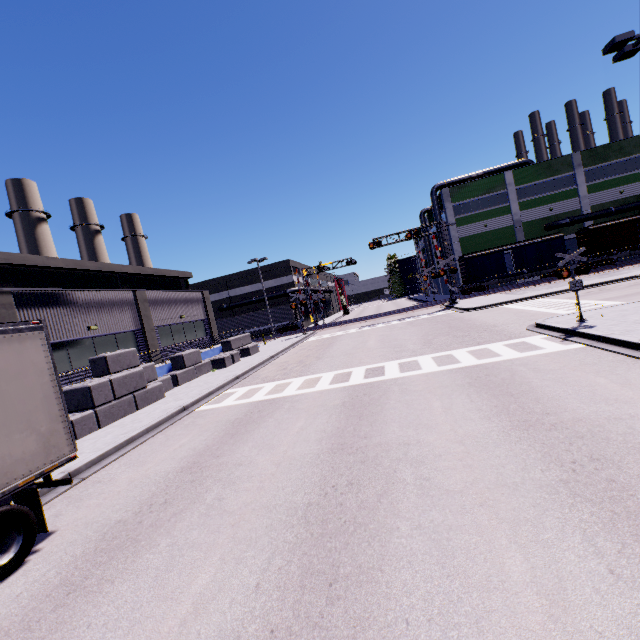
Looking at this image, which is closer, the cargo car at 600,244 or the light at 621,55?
the light at 621,55

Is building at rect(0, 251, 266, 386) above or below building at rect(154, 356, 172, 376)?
above

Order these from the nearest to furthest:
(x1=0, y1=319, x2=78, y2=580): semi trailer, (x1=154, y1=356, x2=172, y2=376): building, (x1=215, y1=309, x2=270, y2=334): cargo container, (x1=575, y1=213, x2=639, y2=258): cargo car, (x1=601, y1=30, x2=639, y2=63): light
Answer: (x1=0, y1=319, x2=78, y2=580): semi trailer, (x1=601, y1=30, x2=639, y2=63): light, (x1=154, y1=356, x2=172, y2=376): building, (x1=575, y1=213, x2=639, y2=258): cargo car, (x1=215, y1=309, x2=270, y2=334): cargo container

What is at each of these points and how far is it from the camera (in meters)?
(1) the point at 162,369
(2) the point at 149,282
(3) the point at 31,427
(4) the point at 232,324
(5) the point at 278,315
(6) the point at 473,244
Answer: (1) building, 19.47
(2) building, 34.44
(3) semi trailer, 5.77
(4) cargo container, 46.81
(5) cargo container, 45.38
(6) building, 44.03

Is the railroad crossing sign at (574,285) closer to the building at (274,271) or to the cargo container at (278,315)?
the building at (274,271)

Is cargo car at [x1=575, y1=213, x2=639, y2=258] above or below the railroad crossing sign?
above

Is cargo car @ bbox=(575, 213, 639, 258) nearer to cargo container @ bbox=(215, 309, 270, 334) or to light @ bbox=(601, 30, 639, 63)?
cargo container @ bbox=(215, 309, 270, 334)

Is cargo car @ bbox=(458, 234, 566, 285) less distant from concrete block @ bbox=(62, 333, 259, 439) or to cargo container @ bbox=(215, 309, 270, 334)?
concrete block @ bbox=(62, 333, 259, 439)
